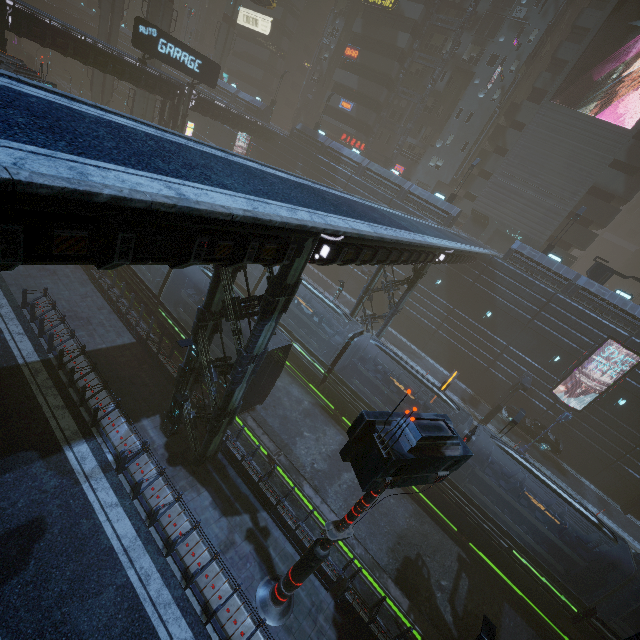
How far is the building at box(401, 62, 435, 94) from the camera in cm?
4222

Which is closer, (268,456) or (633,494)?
(268,456)

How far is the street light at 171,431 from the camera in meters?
11.8

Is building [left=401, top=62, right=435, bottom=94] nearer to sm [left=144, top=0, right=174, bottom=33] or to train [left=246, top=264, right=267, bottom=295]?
sm [left=144, top=0, right=174, bottom=33]

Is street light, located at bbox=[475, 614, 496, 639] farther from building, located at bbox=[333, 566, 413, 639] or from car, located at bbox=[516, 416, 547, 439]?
car, located at bbox=[516, 416, 547, 439]

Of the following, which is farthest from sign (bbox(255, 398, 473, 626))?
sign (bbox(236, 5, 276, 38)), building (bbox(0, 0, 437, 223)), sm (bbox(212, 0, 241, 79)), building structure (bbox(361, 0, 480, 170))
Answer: sm (bbox(212, 0, 241, 79))

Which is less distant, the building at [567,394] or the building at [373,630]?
the building at [373,630]

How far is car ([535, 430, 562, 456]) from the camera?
27.3m
